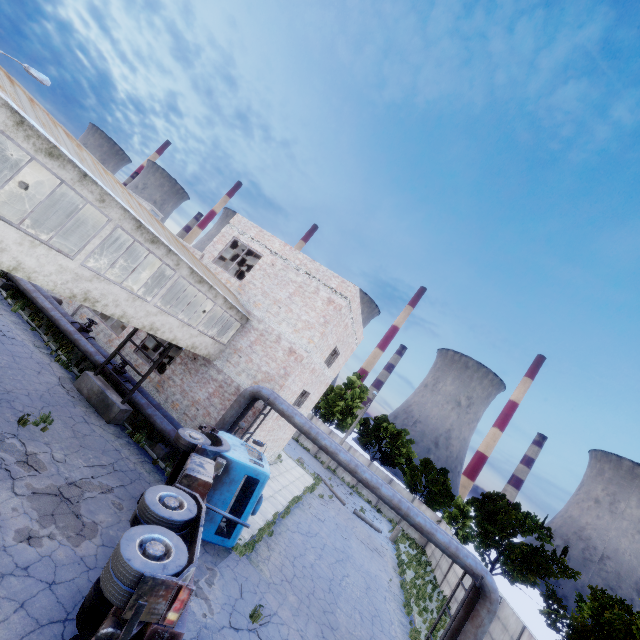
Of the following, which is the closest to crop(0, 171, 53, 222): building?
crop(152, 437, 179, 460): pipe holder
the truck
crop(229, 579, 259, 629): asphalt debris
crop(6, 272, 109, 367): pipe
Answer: crop(6, 272, 109, 367): pipe

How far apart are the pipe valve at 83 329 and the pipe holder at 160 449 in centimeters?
835cm

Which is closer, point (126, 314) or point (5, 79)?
point (5, 79)

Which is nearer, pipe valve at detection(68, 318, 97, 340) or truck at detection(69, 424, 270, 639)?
truck at detection(69, 424, 270, 639)

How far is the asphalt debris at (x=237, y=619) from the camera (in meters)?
9.30

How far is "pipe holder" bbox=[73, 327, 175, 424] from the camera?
14.3m

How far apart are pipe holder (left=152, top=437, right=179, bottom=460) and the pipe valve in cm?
835

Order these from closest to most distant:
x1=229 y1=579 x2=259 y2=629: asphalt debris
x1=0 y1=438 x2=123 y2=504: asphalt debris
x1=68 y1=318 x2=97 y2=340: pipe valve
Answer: x1=0 y1=438 x2=123 y2=504: asphalt debris
x1=229 y1=579 x2=259 y2=629: asphalt debris
x1=68 y1=318 x2=97 y2=340: pipe valve
